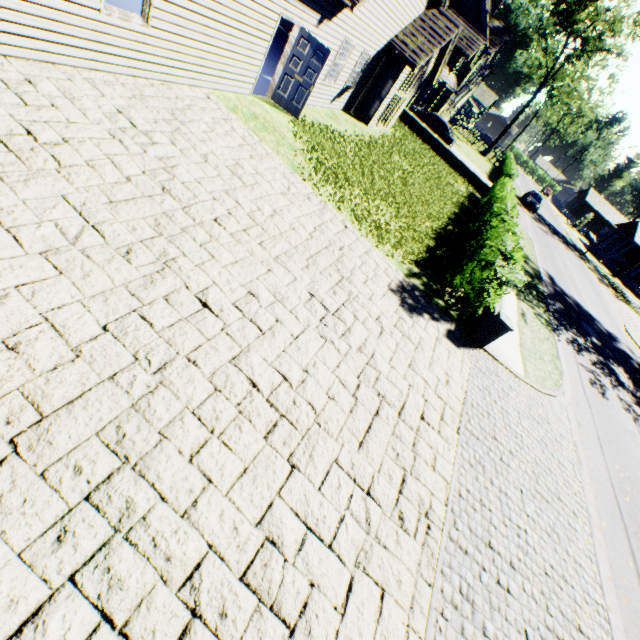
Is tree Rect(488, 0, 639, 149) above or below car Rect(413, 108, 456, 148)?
above

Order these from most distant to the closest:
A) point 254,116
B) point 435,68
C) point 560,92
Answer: point 560,92 < point 435,68 < point 254,116

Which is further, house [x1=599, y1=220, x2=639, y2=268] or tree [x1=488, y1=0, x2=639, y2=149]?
house [x1=599, y1=220, x2=639, y2=268]

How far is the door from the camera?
9.9 meters

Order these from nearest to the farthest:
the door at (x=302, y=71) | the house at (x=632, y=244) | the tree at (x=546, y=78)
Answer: the door at (x=302, y=71) < the tree at (x=546, y=78) < the house at (x=632, y=244)

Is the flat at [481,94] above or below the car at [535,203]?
above

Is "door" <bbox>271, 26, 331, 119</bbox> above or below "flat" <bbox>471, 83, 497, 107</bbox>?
below

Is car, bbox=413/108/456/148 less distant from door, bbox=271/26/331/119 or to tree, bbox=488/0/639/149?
tree, bbox=488/0/639/149
